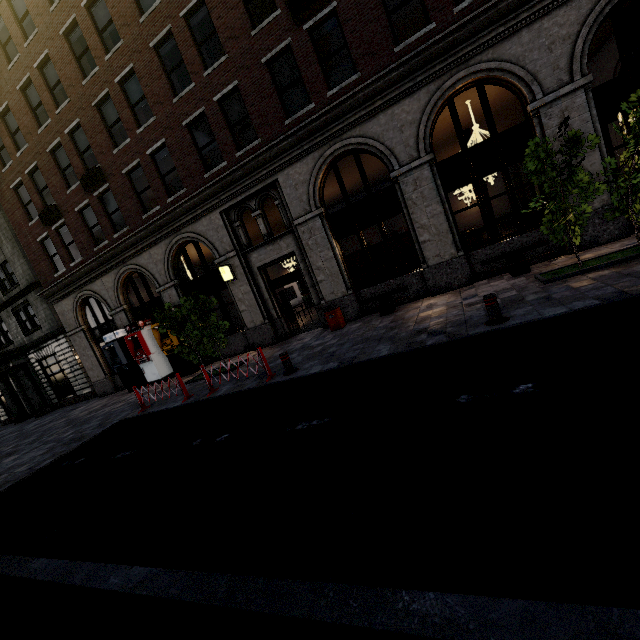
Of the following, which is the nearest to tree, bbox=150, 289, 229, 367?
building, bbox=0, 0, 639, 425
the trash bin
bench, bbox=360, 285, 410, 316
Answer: building, bbox=0, 0, 639, 425

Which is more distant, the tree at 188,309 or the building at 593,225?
the tree at 188,309

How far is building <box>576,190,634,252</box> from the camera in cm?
874

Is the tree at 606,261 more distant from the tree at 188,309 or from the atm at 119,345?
the atm at 119,345

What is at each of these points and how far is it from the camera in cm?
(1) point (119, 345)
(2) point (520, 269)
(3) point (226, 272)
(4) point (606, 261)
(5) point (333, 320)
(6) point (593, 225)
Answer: (1) atm, 1609
(2) bench, 924
(3) sign, 1330
(4) tree, 717
(5) trash bin, 1171
(6) building, 898

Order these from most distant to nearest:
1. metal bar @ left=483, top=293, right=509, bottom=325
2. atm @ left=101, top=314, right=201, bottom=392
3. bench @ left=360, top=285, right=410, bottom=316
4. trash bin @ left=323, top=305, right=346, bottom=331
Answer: atm @ left=101, top=314, right=201, bottom=392, trash bin @ left=323, top=305, right=346, bottom=331, bench @ left=360, top=285, right=410, bottom=316, metal bar @ left=483, top=293, right=509, bottom=325

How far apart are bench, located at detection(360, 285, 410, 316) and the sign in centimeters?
553cm

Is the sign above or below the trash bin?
above
